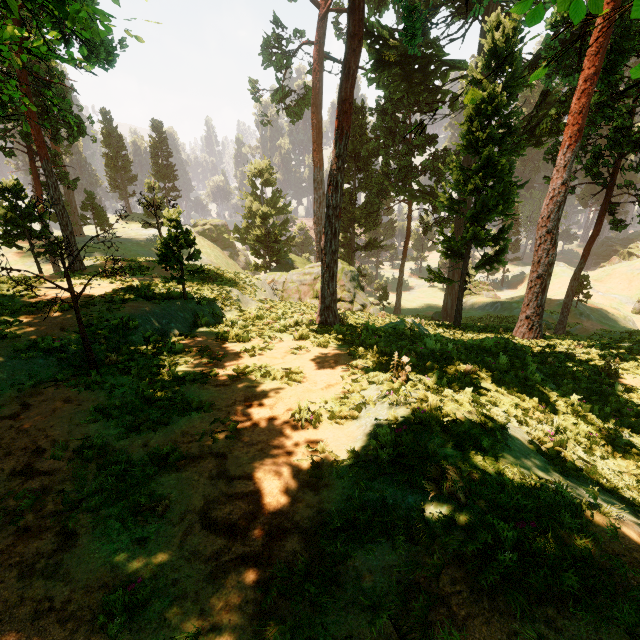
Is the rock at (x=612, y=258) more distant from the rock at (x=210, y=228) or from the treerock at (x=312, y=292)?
the rock at (x=210, y=228)

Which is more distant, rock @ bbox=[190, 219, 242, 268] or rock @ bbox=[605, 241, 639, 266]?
rock @ bbox=[190, 219, 242, 268]

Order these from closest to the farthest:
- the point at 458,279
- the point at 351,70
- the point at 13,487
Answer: the point at 13,487 → the point at 351,70 → the point at 458,279

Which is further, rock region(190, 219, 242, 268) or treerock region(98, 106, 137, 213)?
rock region(190, 219, 242, 268)

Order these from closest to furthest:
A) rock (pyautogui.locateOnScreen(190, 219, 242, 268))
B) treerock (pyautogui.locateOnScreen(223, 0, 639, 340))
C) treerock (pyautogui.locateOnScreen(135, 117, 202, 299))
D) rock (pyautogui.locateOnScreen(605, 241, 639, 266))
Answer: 1. treerock (pyautogui.locateOnScreen(135, 117, 202, 299))
2. treerock (pyautogui.locateOnScreen(223, 0, 639, 340))
3. rock (pyautogui.locateOnScreen(605, 241, 639, 266))
4. rock (pyautogui.locateOnScreen(190, 219, 242, 268))

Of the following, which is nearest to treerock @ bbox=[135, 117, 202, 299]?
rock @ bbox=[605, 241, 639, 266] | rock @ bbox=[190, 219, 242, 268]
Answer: rock @ bbox=[605, 241, 639, 266]

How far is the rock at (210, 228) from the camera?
55.2 meters

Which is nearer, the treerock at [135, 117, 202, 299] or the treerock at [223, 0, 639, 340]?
the treerock at [135, 117, 202, 299]
